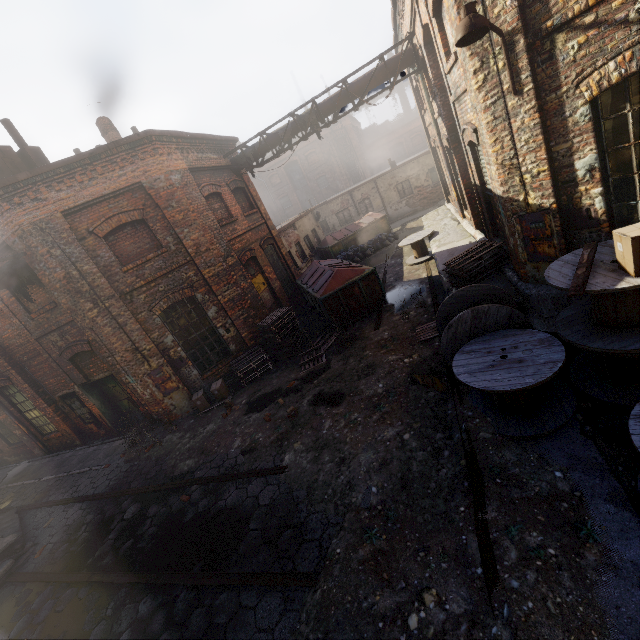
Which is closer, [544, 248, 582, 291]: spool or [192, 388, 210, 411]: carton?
[544, 248, 582, 291]: spool

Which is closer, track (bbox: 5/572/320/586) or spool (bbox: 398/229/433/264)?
track (bbox: 5/572/320/586)

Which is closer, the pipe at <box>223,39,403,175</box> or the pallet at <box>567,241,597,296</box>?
the pallet at <box>567,241,597,296</box>

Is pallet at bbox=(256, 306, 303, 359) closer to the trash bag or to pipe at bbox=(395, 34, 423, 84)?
pipe at bbox=(395, 34, 423, 84)

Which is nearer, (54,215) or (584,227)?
(584,227)

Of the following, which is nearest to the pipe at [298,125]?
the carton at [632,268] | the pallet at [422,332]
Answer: the pallet at [422,332]

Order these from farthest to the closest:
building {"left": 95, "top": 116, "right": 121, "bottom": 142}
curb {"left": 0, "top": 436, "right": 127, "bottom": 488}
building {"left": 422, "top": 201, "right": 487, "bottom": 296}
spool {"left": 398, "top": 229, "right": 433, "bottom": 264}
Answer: spool {"left": 398, "top": 229, "right": 433, "bottom": 264}
building {"left": 95, "top": 116, "right": 121, "bottom": 142}
curb {"left": 0, "top": 436, "right": 127, "bottom": 488}
building {"left": 422, "top": 201, "right": 487, "bottom": 296}

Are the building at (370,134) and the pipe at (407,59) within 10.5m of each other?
no
